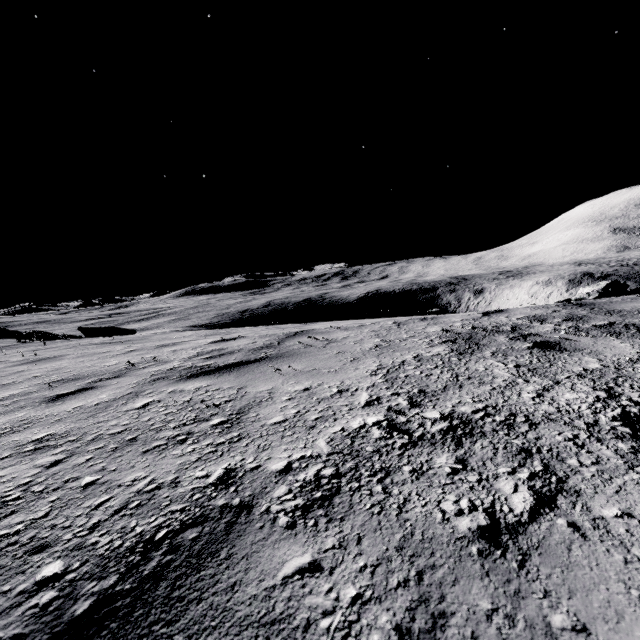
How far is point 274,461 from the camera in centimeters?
135cm
